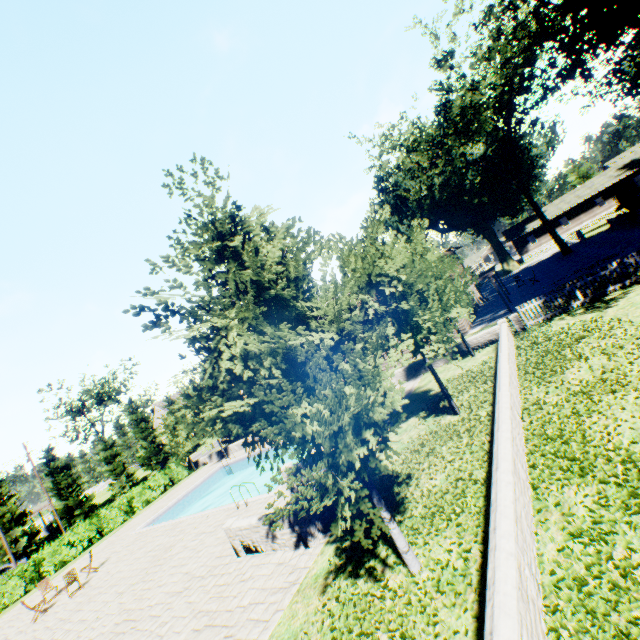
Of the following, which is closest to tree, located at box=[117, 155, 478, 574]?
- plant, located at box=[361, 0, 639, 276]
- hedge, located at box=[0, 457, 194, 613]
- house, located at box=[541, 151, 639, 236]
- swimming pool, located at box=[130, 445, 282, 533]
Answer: swimming pool, located at box=[130, 445, 282, 533]

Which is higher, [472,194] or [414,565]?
[472,194]

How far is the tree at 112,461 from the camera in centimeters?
4266cm

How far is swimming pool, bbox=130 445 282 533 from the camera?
16.50m

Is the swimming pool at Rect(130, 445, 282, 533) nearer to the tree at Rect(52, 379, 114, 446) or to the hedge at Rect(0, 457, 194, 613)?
the tree at Rect(52, 379, 114, 446)

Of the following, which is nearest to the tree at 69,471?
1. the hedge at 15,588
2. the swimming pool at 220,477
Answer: the swimming pool at 220,477

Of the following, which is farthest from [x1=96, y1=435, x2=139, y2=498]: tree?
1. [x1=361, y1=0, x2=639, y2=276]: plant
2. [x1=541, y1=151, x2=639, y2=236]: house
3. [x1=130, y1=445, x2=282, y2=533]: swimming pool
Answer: [x1=541, y1=151, x2=639, y2=236]: house

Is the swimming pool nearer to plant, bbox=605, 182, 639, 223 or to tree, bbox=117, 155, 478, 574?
Answer: tree, bbox=117, 155, 478, 574
